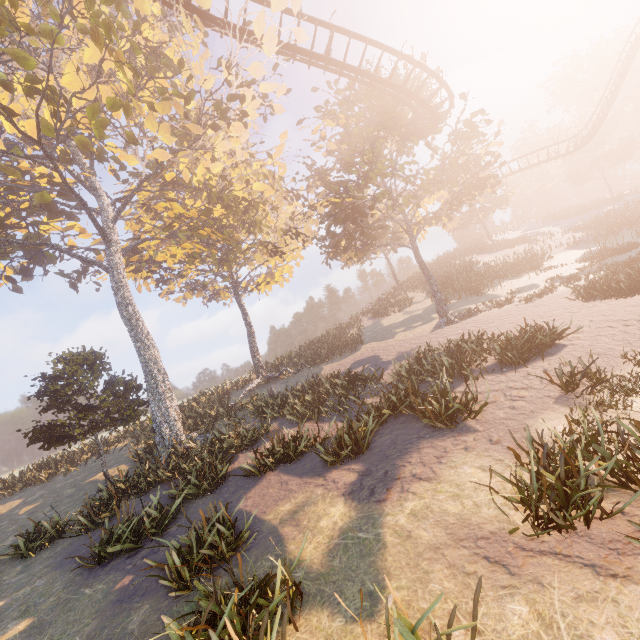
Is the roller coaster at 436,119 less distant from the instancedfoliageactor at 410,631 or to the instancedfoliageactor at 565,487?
the instancedfoliageactor at 565,487

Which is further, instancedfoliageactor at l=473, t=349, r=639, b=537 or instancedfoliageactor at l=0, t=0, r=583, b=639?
instancedfoliageactor at l=0, t=0, r=583, b=639

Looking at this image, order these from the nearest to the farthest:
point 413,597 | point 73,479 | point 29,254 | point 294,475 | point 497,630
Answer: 1. point 497,630
2. point 413,597
3. point 294,475
4. point 73,479
5. point 29,254

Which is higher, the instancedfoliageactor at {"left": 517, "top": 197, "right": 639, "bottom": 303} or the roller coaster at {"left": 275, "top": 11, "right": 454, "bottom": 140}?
the roller coaster at {"left": 275, "top": 11, "right": 454, "bottom": 140}

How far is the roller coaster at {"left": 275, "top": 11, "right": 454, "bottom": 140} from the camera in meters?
16.7 m

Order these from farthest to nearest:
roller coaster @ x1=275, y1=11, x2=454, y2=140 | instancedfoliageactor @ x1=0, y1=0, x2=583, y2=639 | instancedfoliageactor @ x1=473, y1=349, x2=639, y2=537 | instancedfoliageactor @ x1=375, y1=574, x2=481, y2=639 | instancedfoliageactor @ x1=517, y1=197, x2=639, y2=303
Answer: roller coaster @ x1=275, y1=11, x2=454, y2=140
instancedfoliageactor @ x1=517, y1=197, x2=639, y2=303
instancedfoliageactor @ x1=0, y1=0, x2=583, y2=639
instancedfoliageactor @ x1=473, y1=349, x2=639, y2=537
instancedfoliageactor @ x1=375, y1=574, x2=481, y2=639

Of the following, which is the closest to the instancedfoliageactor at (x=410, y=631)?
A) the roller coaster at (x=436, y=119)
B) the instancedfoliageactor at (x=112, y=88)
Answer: the instancedfoliageactor at (x=112, y=88)
